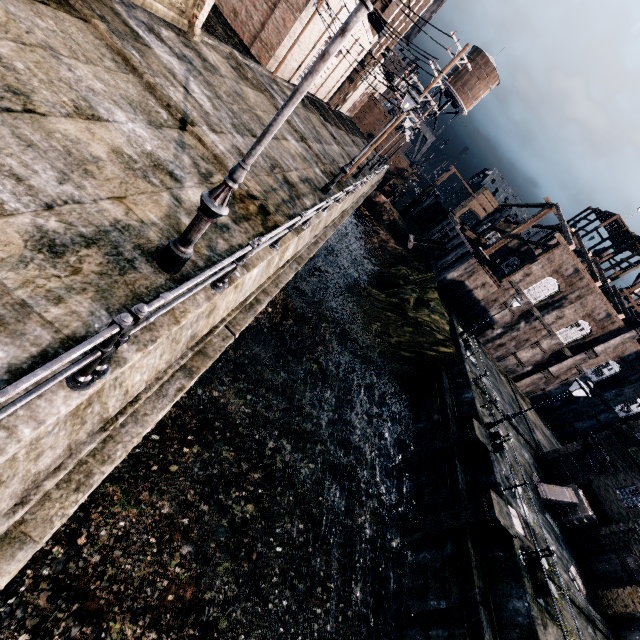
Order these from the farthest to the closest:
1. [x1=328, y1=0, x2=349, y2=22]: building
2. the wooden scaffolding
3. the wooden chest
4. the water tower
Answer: the water tower
the wooden scaffolding
[x1=328, y1=0, x2=349, y2=22]: building
the wooden chest

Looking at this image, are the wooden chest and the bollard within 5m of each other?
no

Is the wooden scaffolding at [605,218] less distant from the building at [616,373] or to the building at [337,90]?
the building at [616,373]

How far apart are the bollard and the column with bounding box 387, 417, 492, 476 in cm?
488

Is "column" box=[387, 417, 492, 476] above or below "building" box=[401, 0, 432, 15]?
below

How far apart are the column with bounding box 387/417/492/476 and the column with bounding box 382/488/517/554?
2.9m

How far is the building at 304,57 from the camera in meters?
25.6

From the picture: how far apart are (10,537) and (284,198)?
10.93m
